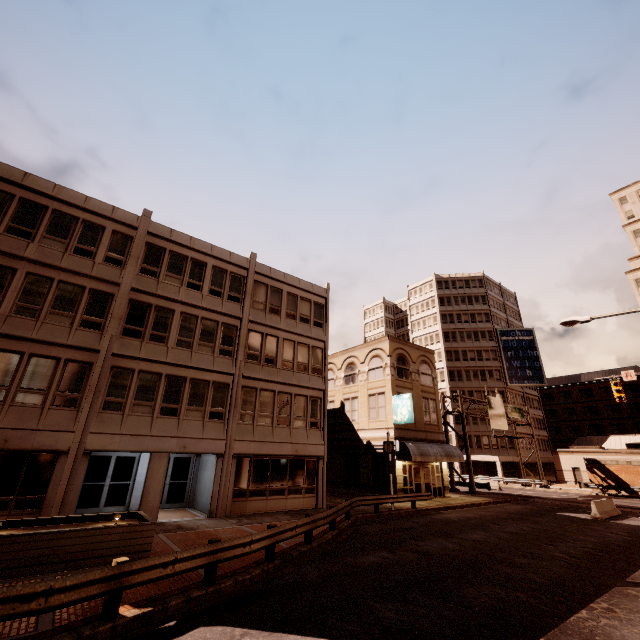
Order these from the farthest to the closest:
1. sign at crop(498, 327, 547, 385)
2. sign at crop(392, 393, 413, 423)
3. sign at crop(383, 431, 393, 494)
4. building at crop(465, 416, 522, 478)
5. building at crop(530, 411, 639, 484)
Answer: sign at crop(498, 327, 547, 385) < building at crop(465, 416, 522, 478) < building at crop(530, 411, 639, 484) < sign at crop(392, 393, 413, 423) < sign at crop(383, 431, 393, 494)

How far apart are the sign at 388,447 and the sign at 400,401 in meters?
3.5 m

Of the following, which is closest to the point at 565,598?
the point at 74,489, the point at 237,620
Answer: the point at 237,620

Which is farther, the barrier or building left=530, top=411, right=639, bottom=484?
building left=530, top=411, right=639, bottom=484

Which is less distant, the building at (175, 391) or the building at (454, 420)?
the building at (175, 391)

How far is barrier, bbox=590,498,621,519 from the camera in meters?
20.4 m

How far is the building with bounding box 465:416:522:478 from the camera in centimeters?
5020cm

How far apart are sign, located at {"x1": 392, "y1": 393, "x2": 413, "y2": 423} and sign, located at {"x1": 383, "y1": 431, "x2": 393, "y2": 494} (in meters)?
3.52
